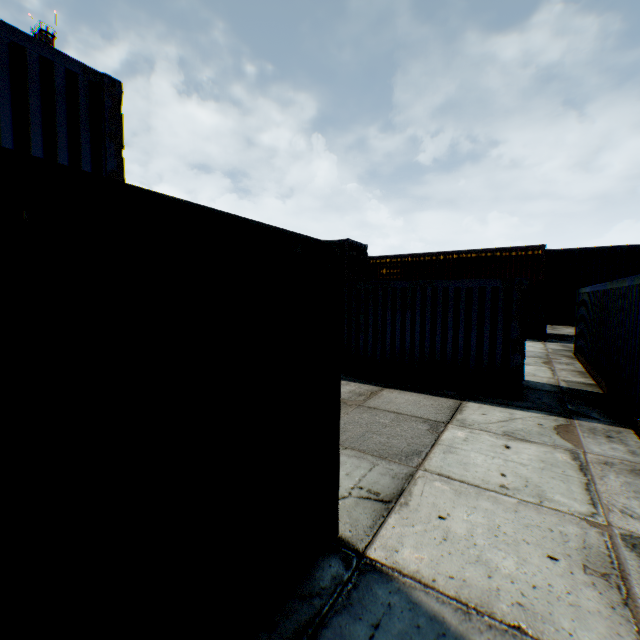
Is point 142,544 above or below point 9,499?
below
